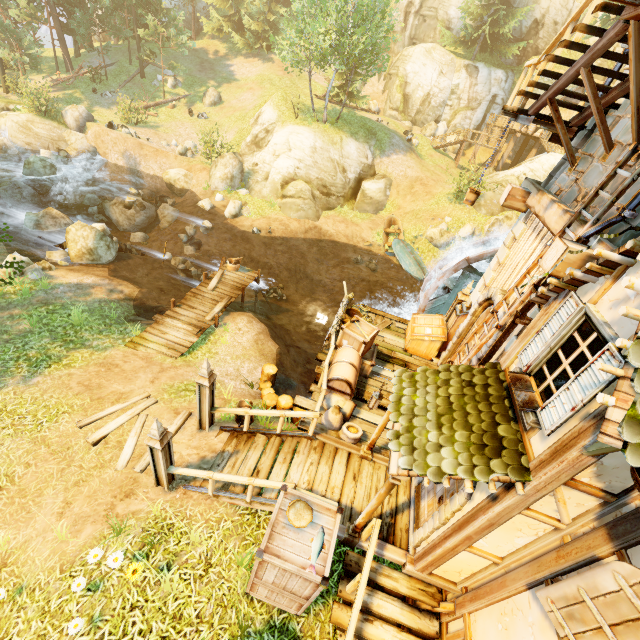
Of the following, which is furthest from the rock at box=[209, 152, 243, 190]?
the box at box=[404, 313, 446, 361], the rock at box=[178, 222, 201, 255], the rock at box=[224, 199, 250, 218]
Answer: the box at box=[404, 313, 446, 361]

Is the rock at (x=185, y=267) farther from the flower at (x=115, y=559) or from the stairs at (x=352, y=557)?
the stairs at (x=352, y=557)

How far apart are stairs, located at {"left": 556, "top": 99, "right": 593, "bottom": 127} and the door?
6.57m

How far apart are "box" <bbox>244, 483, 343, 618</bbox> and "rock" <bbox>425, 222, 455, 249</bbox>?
20.7m

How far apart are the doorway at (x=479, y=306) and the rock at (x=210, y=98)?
33.93m

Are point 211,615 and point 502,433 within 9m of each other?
yes

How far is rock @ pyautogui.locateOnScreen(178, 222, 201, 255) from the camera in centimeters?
1977cm

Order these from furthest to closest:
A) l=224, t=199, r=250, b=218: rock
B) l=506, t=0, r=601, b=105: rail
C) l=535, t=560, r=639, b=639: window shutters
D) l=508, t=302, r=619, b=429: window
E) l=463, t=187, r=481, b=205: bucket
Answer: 1. l=224, t=199, r=250, b=218: rock
2. l=463, t=187, r=481, b=205: bucket
3. l=506, t=0, r=601, b=105: rail
4. l=508, t=302, r=619, b=429: window
5. l=535, t=560, r=639, b=639: window shutters
